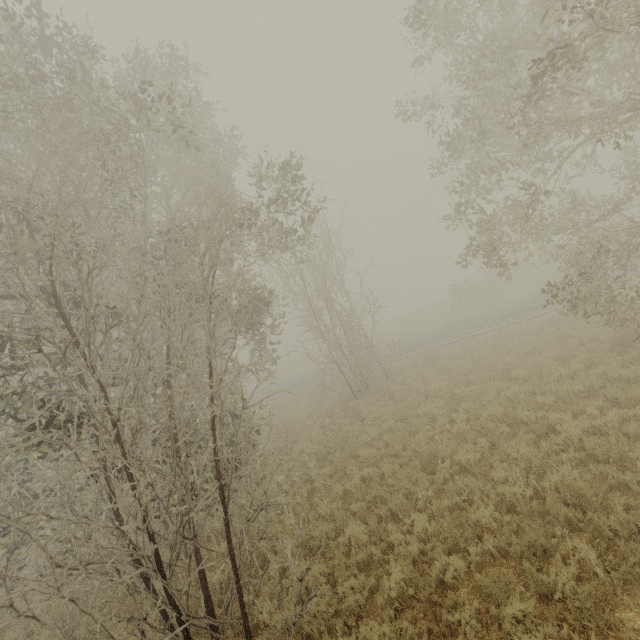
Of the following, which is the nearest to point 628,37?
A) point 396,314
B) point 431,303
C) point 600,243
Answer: point 600,243
